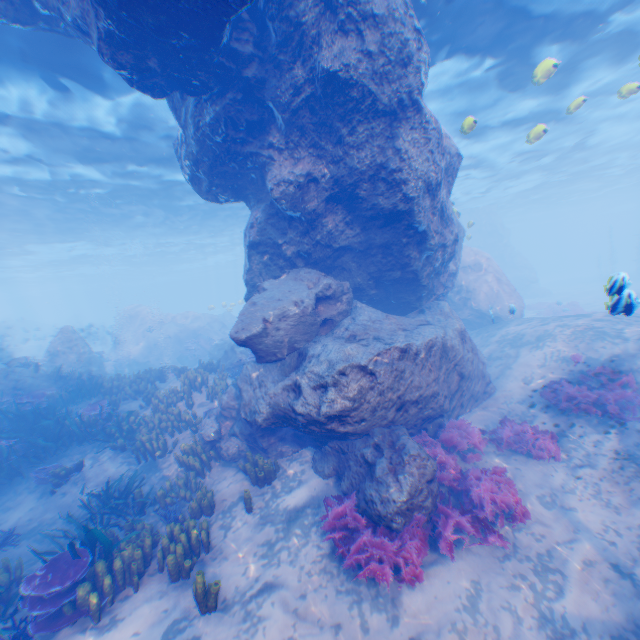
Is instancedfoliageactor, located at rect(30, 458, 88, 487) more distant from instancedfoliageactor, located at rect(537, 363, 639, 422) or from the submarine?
instancedfoliageactor, located at rect(537, 363, 639, 422)

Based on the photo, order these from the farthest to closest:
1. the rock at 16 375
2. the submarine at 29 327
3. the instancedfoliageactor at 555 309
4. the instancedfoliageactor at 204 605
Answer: the submarine at 29 327, the instancedfoliageactor at 555 309, the rock at 16 375, the instancedfoliageactor at 204 605

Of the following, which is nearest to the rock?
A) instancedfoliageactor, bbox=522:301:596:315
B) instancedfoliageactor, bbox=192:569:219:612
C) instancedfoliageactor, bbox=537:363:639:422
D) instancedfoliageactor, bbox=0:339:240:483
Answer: instancedfoliageactor, bbox=0:339:240:483

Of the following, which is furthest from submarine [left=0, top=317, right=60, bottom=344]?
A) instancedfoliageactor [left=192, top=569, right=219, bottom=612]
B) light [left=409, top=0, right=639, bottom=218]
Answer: instancedfoliageactor [left=192, top=569, right=219, bottom=612]

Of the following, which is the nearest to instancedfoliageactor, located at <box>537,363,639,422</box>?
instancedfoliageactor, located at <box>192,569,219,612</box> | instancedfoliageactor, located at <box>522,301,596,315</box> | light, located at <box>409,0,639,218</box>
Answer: light, located at <box>409,0,639,218</box>

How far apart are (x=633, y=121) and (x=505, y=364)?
21.5 meters

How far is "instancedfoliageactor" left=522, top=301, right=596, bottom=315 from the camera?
23.6 meters

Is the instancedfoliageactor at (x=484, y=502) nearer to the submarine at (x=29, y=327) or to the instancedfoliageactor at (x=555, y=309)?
the instancedfoliageactor at (x=555, y=309)
